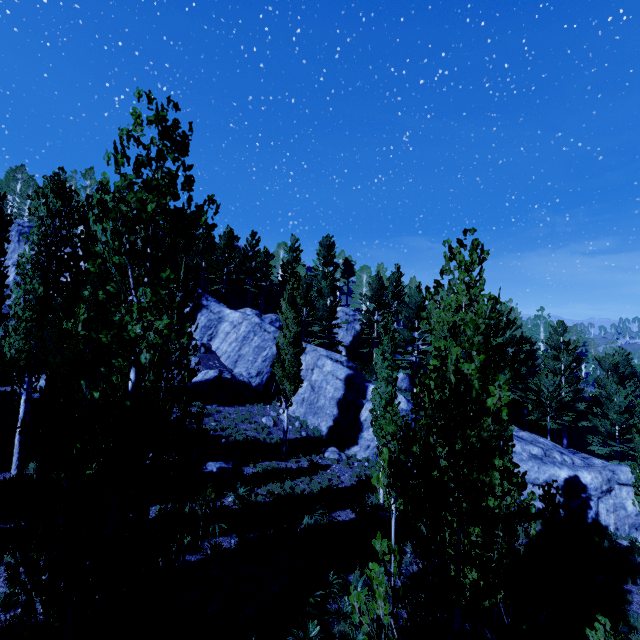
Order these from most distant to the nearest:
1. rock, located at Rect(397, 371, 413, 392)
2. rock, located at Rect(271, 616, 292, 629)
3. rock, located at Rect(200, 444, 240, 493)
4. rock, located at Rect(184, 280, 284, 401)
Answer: rock, located at Rect(397, 371, 413, 392) < rock, located at Rect(184, 280, 284, 401) < rock, located at Rect(200, 444, 240, 493) < rock, located at Rect(271, 616, 292, 629)

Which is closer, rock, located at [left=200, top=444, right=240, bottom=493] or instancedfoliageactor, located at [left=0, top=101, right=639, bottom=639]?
instancedfoliageactor, located at [left=0, top=101, right=639, bottom=639]

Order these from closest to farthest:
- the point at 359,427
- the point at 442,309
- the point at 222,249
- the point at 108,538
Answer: the point at 108,538 → the point at 442,309 → the point at 359,427 → the point at 222,249

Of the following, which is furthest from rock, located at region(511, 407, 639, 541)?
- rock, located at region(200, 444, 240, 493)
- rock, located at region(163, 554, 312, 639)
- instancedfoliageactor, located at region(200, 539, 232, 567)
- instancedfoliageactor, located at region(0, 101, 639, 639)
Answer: instancedfoliageactor, located at region(200, 539, 232, 567)

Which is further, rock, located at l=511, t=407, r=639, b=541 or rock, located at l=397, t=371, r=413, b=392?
rock, located at l=397, t=371, r=413, b=392

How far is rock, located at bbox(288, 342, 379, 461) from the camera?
21.58m

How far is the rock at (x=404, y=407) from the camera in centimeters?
2089cm

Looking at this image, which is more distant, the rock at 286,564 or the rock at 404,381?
the rock at 404,381
